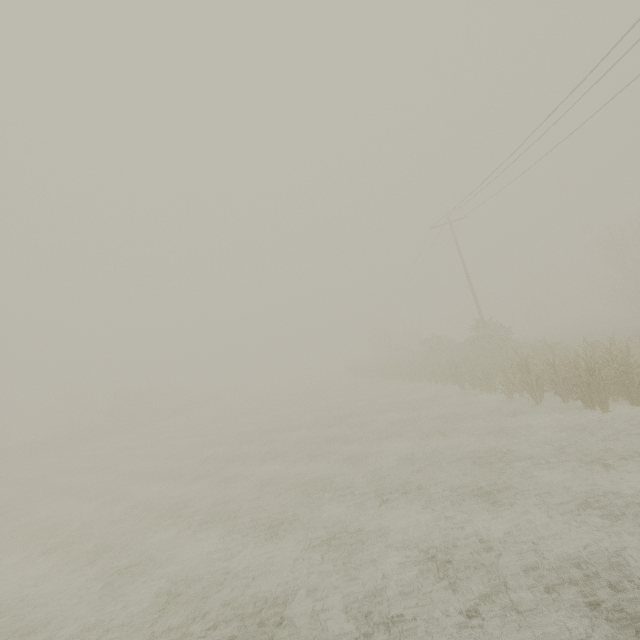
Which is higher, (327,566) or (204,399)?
(204,399)
